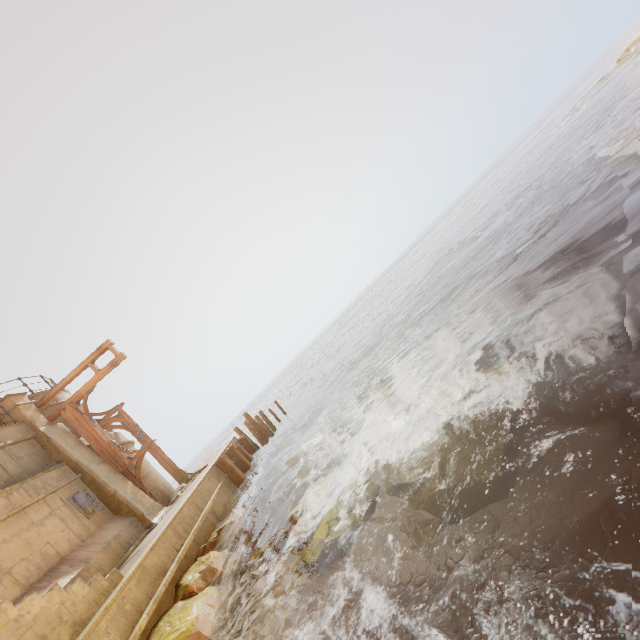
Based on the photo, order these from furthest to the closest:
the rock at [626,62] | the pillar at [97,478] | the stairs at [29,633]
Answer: the rock at [626,62] < the pillar at [97,478] < the stairs at [29,633]

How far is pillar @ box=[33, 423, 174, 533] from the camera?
11.1 meters

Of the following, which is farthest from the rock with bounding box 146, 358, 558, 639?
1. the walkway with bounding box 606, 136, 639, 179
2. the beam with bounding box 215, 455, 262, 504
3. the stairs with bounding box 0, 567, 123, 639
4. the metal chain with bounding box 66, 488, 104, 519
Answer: the walkway with bounding box 606, 136, 639, 179

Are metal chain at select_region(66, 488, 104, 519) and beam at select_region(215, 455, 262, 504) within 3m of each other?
no

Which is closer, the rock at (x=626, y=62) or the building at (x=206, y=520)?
the building at (x=206, y=520)

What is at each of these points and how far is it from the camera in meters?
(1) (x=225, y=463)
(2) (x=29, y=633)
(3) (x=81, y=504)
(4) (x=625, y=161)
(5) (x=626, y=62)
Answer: (1) beam, 13.1
(2) stairs, 4.6
(3) metal chain, 10.2
(4) walkway, 8.7
(5) rock, 33.3

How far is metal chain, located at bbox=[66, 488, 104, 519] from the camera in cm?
1012

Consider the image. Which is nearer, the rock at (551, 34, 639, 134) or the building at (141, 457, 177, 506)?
the building at (141, 457, 177, 506)
